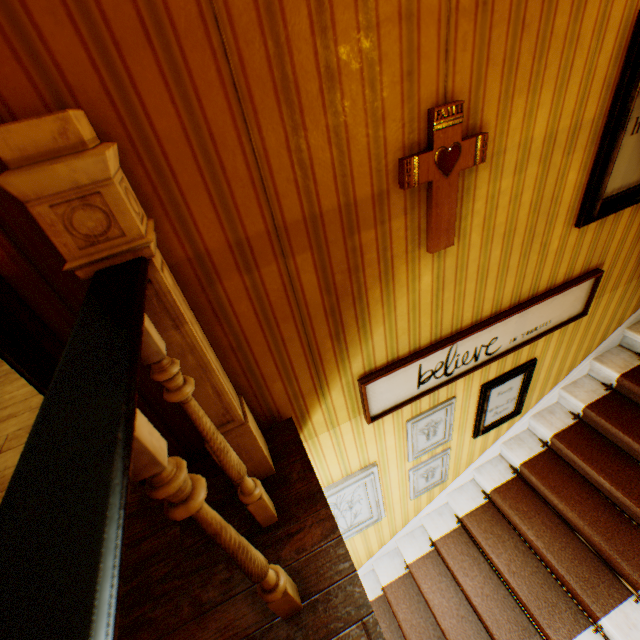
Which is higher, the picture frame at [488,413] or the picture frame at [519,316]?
the picture frame at [519,316]

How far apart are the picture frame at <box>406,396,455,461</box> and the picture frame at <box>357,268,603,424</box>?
0.3m

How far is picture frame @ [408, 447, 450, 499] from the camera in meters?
2.9 m

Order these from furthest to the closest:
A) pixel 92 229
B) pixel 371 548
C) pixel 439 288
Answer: pixel 371 548 → pixel 439 288 → pixel 92 229

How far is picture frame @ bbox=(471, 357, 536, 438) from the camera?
2.64m

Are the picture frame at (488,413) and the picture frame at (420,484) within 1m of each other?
yes

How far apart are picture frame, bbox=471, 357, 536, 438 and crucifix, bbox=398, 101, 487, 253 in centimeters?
149cm

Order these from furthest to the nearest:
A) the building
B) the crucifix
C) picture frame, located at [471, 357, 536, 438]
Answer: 1. picture frame, located at [471, 357, 536, 438]
2. the crucifix
3. the building
